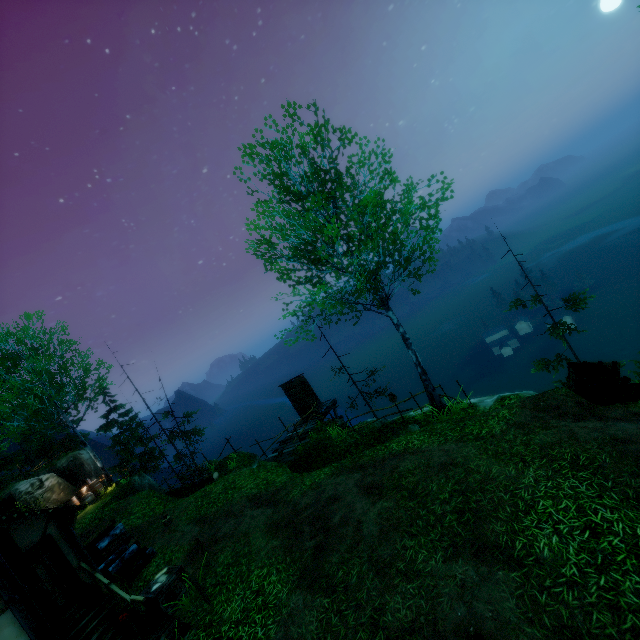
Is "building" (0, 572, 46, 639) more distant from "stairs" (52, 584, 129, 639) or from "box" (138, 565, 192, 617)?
"box" (138, 565, 192, 617)

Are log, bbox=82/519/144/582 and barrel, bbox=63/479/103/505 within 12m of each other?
yes

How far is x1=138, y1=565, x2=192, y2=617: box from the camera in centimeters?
898cm

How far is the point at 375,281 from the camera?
11.9m

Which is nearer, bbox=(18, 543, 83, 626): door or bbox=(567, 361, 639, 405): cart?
bbox=(18, 543, 83, 626): door

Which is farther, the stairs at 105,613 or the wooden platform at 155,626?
the stairs at 105,613

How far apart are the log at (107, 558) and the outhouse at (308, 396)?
9.9 meters

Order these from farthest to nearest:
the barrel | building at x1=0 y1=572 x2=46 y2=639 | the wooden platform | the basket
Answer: the barrel < the basket < the wooden platform < building at x1=0 y1=572 x2=46 y2=639
